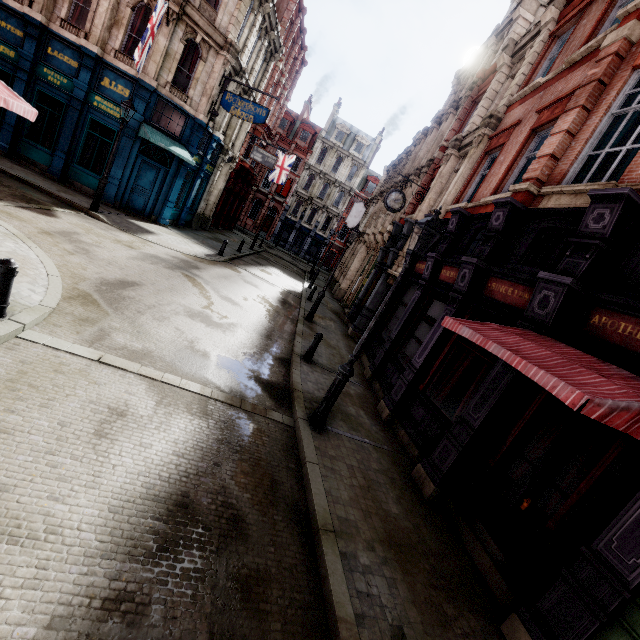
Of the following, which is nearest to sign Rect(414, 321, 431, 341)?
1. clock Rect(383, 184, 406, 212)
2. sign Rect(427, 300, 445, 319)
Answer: sign Rect(427, 300, 445, 319)

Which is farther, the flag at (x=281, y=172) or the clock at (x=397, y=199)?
the flag at (x=281, y=172)

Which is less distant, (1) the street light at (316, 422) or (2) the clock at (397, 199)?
(1) the street light at (316, 422)

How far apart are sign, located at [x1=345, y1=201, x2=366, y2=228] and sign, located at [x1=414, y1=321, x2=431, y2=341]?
21.4m

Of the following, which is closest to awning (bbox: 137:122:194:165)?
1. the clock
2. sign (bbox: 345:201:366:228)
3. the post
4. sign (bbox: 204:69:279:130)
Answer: sign (bbox: 204:69:279:130)

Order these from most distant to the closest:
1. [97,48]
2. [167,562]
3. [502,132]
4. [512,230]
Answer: [97,48], [502,132], [512,230], [167,562]

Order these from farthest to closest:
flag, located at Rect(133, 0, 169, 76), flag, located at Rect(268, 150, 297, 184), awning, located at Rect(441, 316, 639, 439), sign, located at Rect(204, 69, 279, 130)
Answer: flag, located at Rect(268, 150, 297, 184)
sign, located at Rect(204, 69, 279, 130)
flag, located at Rect(133, 0, 169, 76)
awning, located at Rect(441, 316, 639, 439)

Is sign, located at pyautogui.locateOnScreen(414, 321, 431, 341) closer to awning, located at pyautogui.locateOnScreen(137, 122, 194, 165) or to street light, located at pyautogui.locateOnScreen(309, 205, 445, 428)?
street light, located at pyautogui.locateOnScreen(309, 205, 445, 428)
